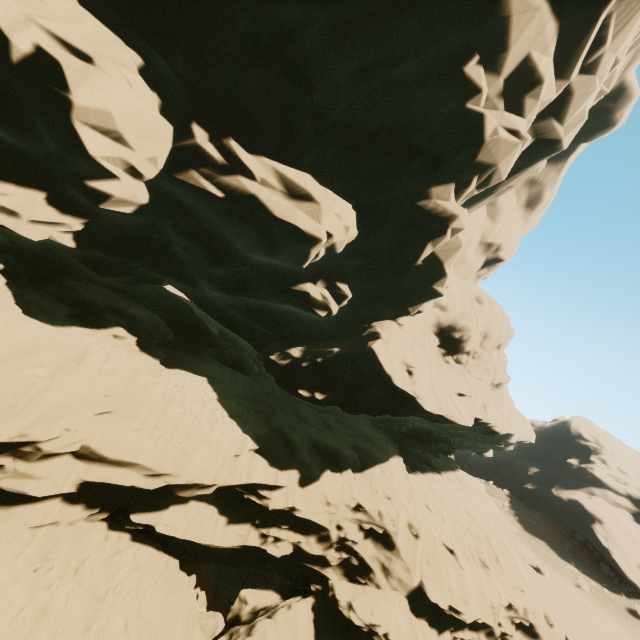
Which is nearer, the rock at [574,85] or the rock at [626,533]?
the rock at [574,85]

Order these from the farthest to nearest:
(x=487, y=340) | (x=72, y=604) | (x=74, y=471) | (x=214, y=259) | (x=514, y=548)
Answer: (x=487, y=340) → (x=514, y=548) → (x=214, y=259) → (x=74, y=471) → (x=72, y=604)

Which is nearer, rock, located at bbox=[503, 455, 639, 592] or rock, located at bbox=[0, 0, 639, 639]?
rock, located at bbox=[0, 0, 639, 639]
